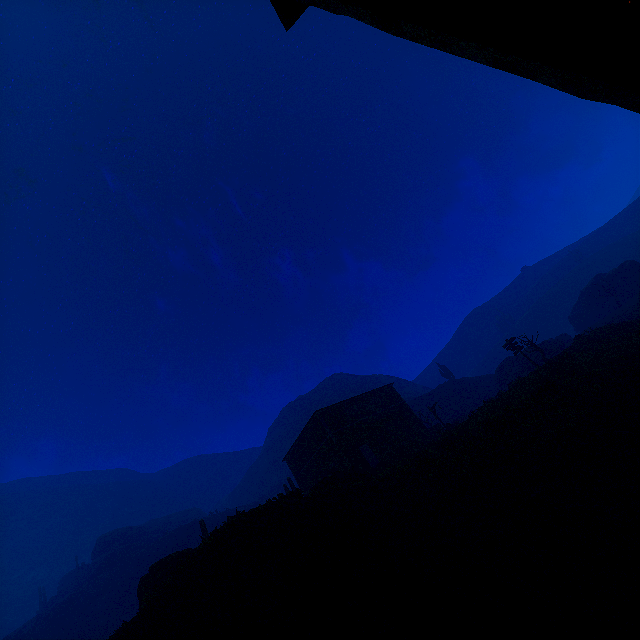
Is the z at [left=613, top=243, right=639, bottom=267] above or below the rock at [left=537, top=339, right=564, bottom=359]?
above

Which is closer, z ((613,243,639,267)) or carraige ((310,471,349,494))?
carraige ((310,471,349,494))

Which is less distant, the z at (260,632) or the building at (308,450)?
the z at (260,632)

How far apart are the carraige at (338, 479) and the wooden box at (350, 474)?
0.04m

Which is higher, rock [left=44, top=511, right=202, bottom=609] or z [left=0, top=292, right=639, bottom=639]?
rock [left=44, top=511, right=202, bottom=609]

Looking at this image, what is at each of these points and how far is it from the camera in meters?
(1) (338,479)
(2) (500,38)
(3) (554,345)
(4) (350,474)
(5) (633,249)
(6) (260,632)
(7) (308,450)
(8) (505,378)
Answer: (1) carraige, 18.9 m
(2) building, 2.3 m
(3) rock, 38.8 m
(4) wooden box, 18.8 m
(5) z, 59.7 m
(6) z, 7.2 m
(7) building, 27.9 m
(8) rock, 40.6 m

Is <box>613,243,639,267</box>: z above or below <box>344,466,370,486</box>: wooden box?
above

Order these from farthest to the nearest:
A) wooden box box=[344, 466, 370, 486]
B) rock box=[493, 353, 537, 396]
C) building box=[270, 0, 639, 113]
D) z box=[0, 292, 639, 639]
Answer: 1. rock box=[493, 353, 537, 396]
2. wooden box box=[344, 466, 370, 486]
3. z box=[0, 292, 639, 639]
4. building box=[270, 0, 639, 113]
